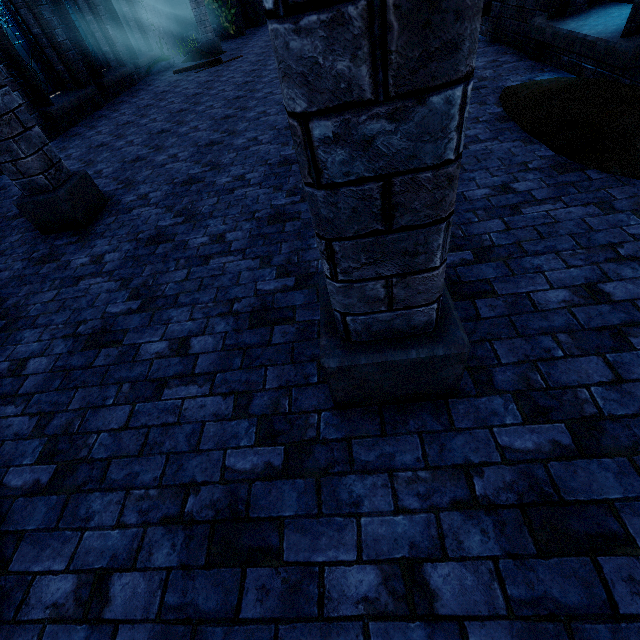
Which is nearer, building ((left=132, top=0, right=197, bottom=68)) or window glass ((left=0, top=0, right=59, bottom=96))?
window glass ((left=0, top=0, right=59, bottom=96))

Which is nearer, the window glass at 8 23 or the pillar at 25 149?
the pillar at 25 149

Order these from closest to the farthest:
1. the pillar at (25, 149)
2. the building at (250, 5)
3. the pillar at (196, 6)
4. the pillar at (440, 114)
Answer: the pillar at (440, 114)
the pillar at (25, 149)
the pillar at (196, 6)
the building at (250, 5)

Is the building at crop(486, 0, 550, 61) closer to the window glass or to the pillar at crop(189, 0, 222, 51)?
the pillar at crop(189, 0, 222, 51)

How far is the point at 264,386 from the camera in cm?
215

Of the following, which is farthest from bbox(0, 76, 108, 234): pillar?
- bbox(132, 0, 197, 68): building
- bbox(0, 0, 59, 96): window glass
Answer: bbox(0, 0, 59, 96): window glass

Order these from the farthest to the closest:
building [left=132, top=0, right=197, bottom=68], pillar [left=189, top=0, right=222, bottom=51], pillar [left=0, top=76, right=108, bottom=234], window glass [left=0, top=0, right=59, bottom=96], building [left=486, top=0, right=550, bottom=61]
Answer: building [left=132, top=0, right=197, bottom=68] < pillar [left=189, top=0, right=222, bottom=51] < window glass [left=0, top=0, right=59, bottom=96] < building [left=486, top=0, right=550, bottom=61] < pillar [left=0, top=76, right=108, bottom=234]

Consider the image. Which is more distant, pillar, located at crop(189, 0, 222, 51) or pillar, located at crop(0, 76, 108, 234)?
pillar, located at crop(189, 0, 222, 51)
